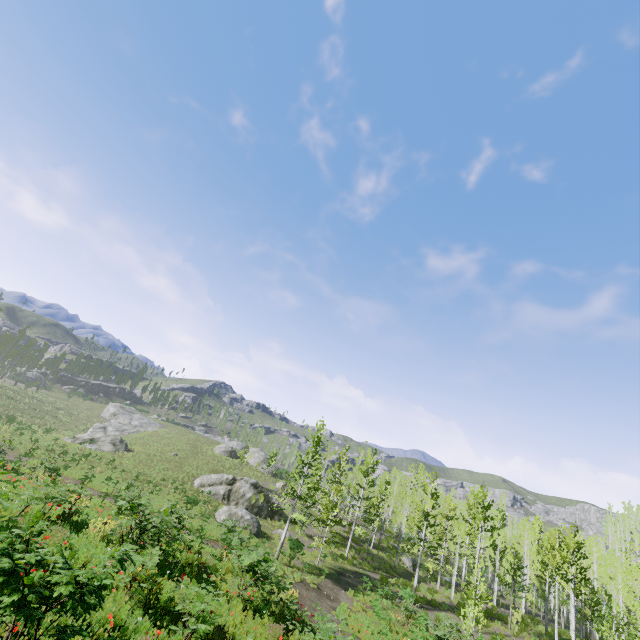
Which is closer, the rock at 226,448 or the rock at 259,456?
the rock at 226,448

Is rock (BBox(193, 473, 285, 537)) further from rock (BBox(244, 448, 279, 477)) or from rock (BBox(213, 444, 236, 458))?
rock (BBox(213, 444, 236, 458))

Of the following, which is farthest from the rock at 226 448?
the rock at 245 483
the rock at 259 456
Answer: the rock at 245 483

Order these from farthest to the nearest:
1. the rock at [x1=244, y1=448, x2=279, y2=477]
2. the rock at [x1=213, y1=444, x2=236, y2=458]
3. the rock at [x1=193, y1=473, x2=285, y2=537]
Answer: the rock at [x1=244, y1=448, x2=279, y2=477] < the rock at [x1=213, y1=444, x2=236, y2=458] < the rock at [x1=193, y1=473, x2=285, y2=537]

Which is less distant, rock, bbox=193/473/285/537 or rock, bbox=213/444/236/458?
rock, bbox=193/473/285/537

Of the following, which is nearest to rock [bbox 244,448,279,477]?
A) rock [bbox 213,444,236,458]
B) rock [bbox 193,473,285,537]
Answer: rock [bbox 213,444,236,458]

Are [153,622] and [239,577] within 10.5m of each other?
yes

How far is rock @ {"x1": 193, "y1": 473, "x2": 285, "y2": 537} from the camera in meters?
28.1 m
